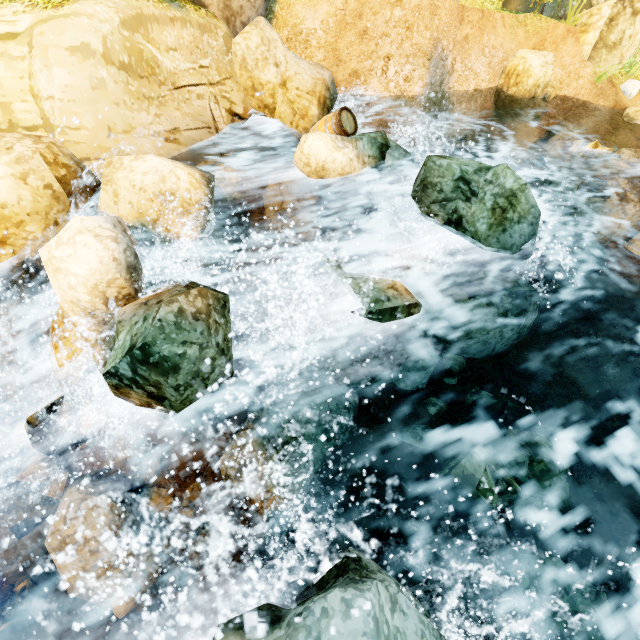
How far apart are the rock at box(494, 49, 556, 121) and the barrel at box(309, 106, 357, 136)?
6.9 meters

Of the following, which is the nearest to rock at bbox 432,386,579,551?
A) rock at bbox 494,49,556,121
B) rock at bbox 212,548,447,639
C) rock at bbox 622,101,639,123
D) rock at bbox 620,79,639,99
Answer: rock at bbox 212,548,447,639

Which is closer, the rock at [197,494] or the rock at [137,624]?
the rock at [137,624]

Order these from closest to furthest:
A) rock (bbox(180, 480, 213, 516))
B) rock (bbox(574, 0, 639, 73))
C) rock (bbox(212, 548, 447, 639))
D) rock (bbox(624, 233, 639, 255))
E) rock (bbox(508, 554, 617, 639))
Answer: rock (bbox(212, 548, 447, 639)) < rock (bbox(508, 554, 617, 639)) < rock (bbox(180, 480, 213, 516)) < rock (bbox(624, 233, 639, 255)) < rock (bbox(574, 0, 639, 73))

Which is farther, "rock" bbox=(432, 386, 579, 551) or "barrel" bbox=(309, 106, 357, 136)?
"barrel" bbox=(309, 106, 357, 136)

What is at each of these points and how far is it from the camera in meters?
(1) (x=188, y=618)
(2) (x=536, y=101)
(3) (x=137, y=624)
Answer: (1) rock, 4.2
(2) rock, 10.9
(3) rock, 4.8

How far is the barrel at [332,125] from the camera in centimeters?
709cm

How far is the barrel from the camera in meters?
7.1
